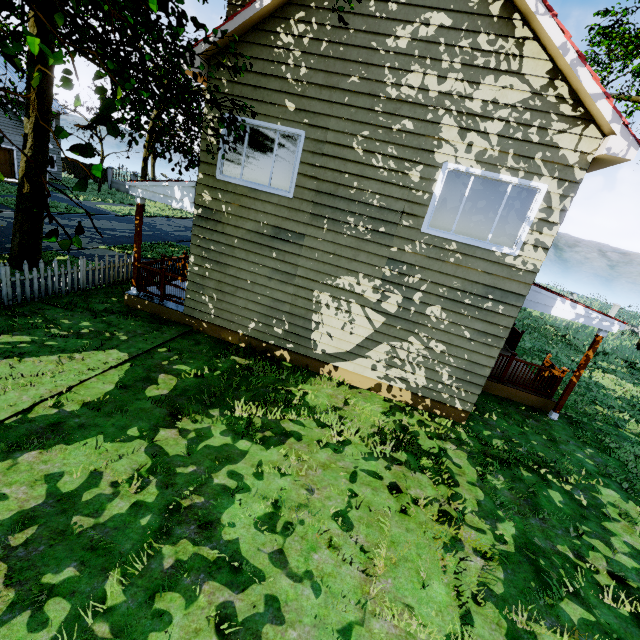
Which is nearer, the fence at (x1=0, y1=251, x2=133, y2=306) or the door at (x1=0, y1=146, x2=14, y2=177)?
the fence at (x1=0, y1=251, x2=133, y2=306)

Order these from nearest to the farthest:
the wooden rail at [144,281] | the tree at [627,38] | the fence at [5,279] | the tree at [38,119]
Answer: the tree at [38,119], the fence at [5,279], the wooden rail at [144,281], the tree at [627,38]

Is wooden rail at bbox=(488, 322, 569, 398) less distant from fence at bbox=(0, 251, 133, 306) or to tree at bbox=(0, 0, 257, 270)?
tree at bbox=(0, 0, 257, 270)

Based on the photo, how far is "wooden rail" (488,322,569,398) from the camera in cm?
950

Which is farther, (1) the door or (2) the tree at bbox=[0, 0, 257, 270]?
(1) the door

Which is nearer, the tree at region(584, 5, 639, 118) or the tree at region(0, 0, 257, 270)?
the tree at region(0, 0, 257, 270)

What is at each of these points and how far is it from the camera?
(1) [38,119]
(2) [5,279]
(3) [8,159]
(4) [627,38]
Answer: (1) tree, 9.63m
(2) fence, 7.80m
(3) door, 24.33m
(4) tree, 29.42m

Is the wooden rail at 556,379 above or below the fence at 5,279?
above
